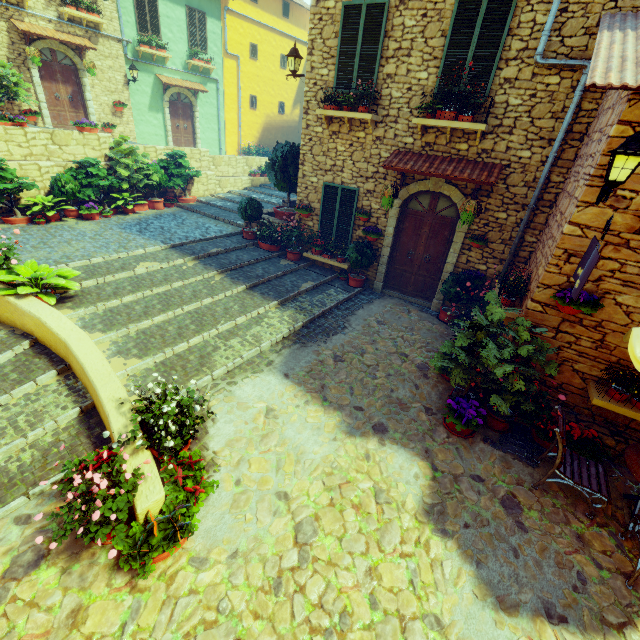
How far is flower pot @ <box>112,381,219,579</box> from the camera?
3.25m

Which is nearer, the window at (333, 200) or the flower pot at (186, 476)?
the flower pot at (186, 476)

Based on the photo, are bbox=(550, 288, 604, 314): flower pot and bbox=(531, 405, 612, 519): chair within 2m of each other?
yes

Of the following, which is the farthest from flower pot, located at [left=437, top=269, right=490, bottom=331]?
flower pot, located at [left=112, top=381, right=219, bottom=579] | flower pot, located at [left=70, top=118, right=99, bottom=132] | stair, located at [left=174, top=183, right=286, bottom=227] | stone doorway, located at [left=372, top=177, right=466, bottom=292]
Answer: flower pot, located at [left=70, top=118, right=99, bottom=132]

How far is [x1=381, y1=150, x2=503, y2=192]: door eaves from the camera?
6.7 meters

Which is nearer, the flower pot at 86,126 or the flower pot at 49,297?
the flower pot at 49,297

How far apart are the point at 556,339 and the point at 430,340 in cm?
264

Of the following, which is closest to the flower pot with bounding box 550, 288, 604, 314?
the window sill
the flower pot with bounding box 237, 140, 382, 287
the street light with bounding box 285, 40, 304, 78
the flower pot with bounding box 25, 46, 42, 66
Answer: the window sill
